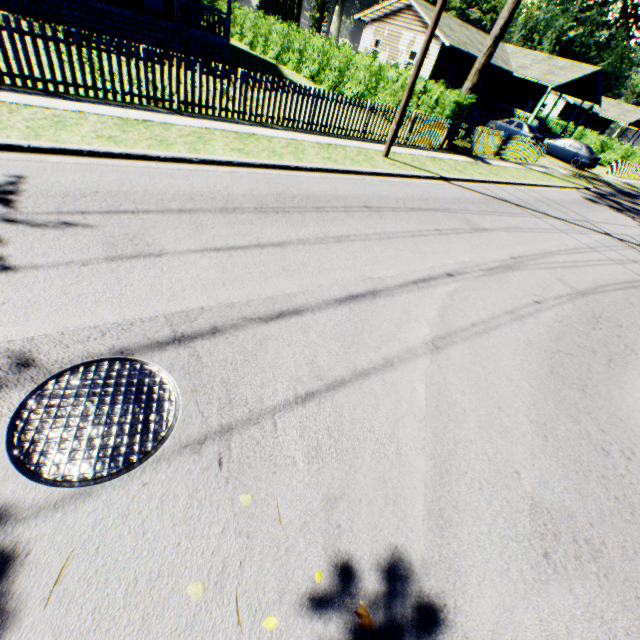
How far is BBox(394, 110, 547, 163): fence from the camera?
13.62m

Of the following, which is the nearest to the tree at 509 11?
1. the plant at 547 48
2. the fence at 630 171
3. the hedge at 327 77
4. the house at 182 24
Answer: the hedge at 327 77

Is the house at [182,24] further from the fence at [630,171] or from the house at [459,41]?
the fence at [630,171]

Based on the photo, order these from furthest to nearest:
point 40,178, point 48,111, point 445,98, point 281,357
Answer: point 445,98, point 48,111, point 40,178, point 281,357

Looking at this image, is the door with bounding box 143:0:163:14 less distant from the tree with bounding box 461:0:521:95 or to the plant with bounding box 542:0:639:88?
the tree with bounding box 461:0:521:95

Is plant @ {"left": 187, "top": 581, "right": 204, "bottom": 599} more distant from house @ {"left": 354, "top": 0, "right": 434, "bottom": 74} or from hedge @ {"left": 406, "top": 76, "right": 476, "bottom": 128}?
hedge @ {"left": 406, "top": 76, "right": 476, "bottom": 128}

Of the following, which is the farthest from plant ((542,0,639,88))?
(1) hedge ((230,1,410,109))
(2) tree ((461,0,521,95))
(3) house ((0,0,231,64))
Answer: (3) house ((0,0,231,64))

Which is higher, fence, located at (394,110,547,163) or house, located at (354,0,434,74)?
house, located at (354,0,434,74)
